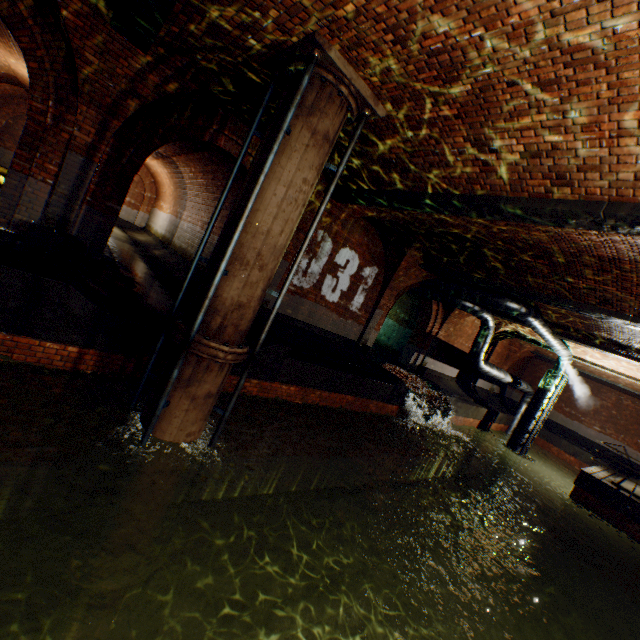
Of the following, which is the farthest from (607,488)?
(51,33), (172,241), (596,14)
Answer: (172,241)

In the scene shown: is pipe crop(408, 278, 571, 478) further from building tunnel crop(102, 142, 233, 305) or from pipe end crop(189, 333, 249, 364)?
pipe end crop(189, 333, 249, 364)

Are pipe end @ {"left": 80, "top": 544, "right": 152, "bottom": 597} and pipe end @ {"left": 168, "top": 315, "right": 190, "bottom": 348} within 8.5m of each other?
yes

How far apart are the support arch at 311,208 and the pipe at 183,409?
3.85m

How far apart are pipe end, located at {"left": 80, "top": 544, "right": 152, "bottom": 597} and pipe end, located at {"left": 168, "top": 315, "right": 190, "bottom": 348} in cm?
395

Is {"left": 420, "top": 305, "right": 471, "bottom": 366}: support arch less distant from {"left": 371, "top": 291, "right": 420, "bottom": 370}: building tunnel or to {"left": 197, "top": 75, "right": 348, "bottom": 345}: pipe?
{"left": 371, "top": 291, "right": 420, "bottom": 370}: building tunnel

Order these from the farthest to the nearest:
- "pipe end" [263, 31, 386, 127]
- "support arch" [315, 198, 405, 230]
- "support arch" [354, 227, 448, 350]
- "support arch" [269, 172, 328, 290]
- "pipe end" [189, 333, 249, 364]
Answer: "support arch" [354, 227, 448, 350], "support arch" [315, 198, 405, 230], "support arch" [269, 172, 328, 290], "pipe end" [189, 333, 249, 364], "pipe end" [263, 31, 386, 127]

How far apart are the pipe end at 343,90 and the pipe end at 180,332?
3.89m
